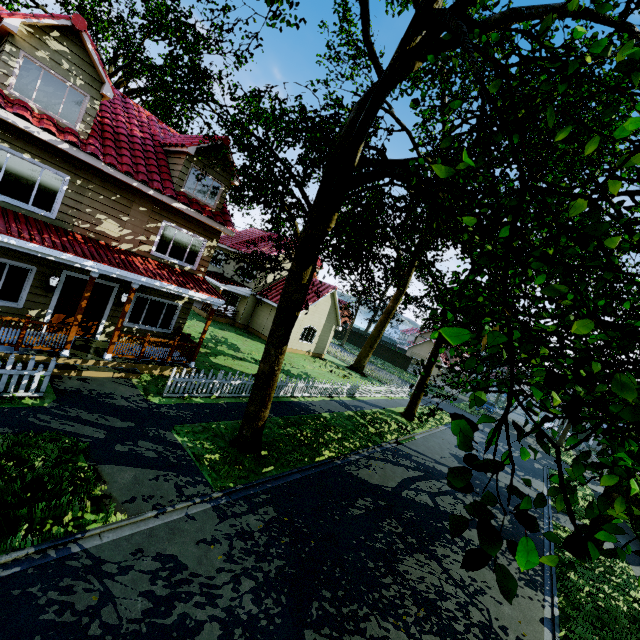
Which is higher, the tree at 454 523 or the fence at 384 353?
the tree at 454 523

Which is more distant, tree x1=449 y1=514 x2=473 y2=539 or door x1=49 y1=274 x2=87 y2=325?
door x1=49 y1=274 x2=87 y2=325

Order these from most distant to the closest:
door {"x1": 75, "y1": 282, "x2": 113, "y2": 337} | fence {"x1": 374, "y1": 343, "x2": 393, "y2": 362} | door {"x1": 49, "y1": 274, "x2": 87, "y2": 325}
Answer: fence {"x1": 374, "y1": 343, "x2": 393, "y2": 362} → door {"x1": 75, "y1": 282, "x2": 113, "y2": 337} → door {"x1": 49, "y1": 274, "x2": 87, "y2": 325}

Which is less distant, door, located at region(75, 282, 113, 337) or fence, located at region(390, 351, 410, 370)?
door, located at region(75, 282, 113, 337)

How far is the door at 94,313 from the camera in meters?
11.5 m

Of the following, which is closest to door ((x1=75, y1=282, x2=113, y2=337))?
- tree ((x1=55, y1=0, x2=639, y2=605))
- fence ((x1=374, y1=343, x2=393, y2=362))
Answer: fence ((x1=374, y1=343, x2=393, y2=362))

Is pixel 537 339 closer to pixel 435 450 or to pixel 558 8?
pixel 558 8
